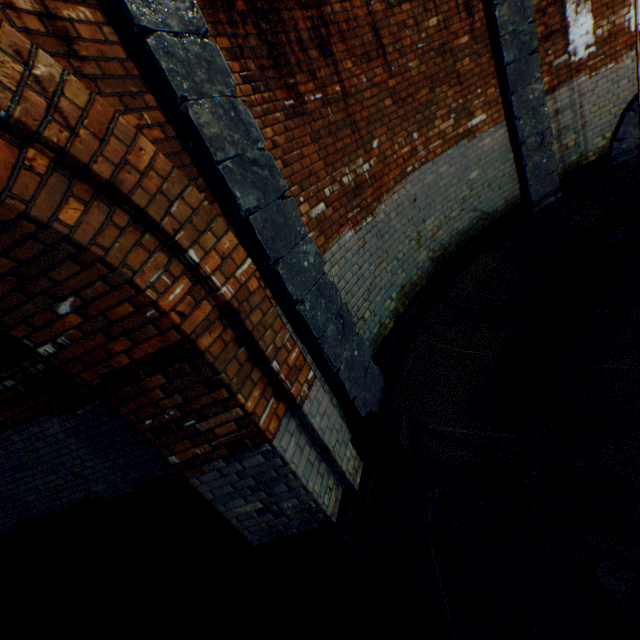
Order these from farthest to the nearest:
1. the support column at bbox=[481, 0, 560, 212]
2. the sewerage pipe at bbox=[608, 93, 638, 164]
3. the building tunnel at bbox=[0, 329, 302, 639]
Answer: the sewerage pipe at bbox=[608, 93, 638, 164] → the support column at bbox=[481, 0, 560, 212] → the building tunnel at bbox=[0, 329, 302, 639]

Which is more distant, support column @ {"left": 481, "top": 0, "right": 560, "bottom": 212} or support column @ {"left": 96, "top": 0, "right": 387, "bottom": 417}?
support column @ {"left": 481, "top": 0, "right": 560, "bottom": 212}

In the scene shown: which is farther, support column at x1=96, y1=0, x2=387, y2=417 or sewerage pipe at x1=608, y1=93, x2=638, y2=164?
sewerage pipe at x1=608, y1=93, x2=638, y2=164

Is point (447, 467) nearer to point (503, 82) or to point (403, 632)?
point (403, 632)

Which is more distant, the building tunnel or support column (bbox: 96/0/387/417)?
the building tunnel

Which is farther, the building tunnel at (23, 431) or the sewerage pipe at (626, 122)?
the sewerage pipe at (626, 122)

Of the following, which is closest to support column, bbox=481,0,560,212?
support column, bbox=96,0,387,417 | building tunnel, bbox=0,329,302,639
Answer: support column, bbox=96,0,387,417

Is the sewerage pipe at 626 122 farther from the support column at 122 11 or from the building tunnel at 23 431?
the building tunnel at 23 431
